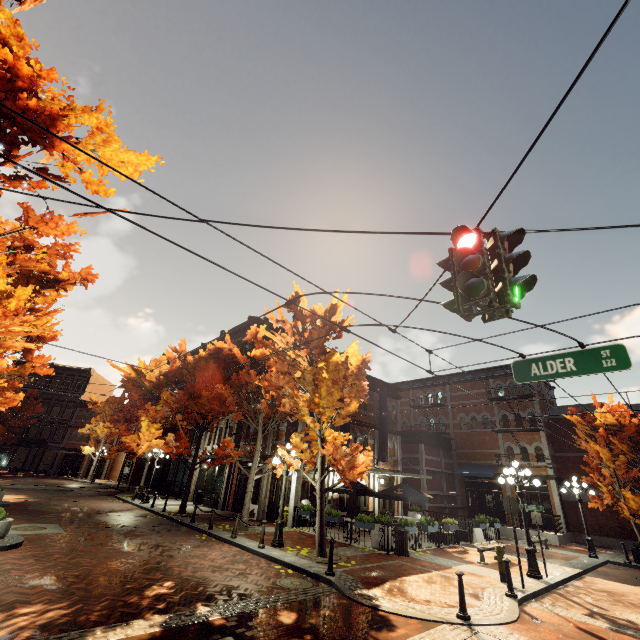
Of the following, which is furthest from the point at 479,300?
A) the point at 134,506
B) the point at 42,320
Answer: the point at 42,320

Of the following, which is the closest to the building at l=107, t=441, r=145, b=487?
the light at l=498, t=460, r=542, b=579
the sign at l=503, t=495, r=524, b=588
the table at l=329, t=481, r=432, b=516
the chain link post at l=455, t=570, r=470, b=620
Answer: the table at l=329, t=481, r=432, b=516

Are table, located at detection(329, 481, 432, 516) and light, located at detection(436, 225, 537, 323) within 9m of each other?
no

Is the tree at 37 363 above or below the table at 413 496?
above

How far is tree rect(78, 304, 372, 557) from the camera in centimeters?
1183cm

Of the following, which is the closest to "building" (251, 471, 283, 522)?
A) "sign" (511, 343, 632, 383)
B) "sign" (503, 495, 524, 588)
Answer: "sign" (503, 495, 524, 588)

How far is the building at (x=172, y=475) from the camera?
28.0m

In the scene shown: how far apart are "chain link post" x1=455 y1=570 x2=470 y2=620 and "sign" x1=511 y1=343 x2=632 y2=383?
4.9 meters
